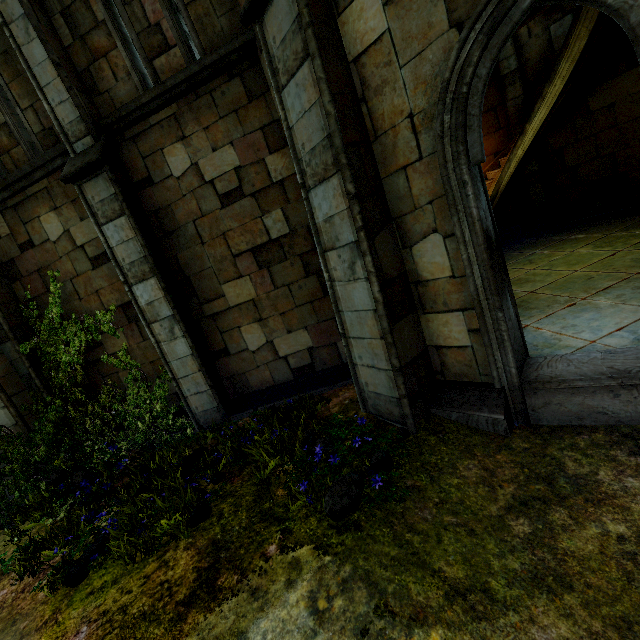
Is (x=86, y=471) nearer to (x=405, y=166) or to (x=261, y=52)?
(x=405, y=166)
